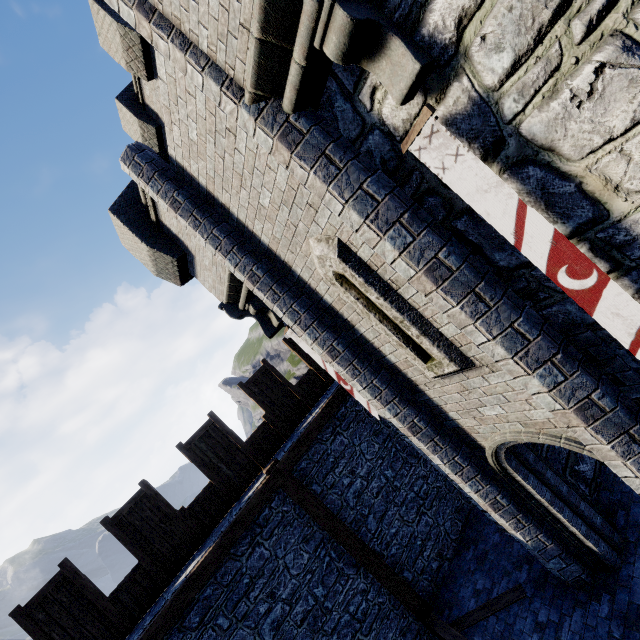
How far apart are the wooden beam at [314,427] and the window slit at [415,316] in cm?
381

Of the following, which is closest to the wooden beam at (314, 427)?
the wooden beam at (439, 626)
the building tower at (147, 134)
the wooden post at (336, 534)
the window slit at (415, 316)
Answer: the wooden post at (336, 534)

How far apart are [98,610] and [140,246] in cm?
763

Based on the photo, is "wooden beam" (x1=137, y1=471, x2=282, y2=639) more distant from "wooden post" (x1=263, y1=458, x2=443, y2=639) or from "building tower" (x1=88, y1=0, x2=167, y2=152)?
"building tower" (x1=88, y1=0, x2=167, y2=152)

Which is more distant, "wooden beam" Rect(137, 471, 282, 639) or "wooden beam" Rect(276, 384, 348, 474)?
"wooden beam" Rect(276, 384, 348, 474)

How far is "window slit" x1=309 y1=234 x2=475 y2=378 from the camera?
4.33m

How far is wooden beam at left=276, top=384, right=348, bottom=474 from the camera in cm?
764

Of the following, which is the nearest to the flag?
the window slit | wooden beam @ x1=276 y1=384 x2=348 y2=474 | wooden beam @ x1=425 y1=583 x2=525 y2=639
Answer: the window slit
